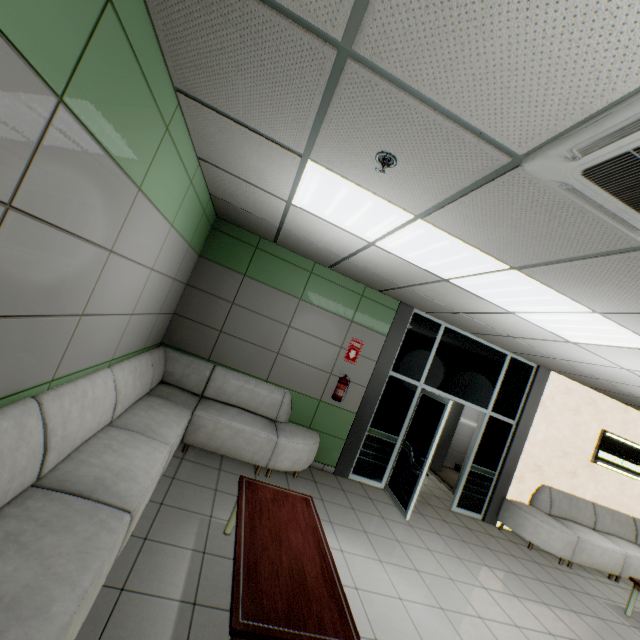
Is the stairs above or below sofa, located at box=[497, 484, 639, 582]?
below

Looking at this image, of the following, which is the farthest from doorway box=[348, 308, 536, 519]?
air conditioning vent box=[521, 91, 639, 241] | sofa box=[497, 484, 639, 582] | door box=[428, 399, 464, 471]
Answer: air conditioning vent box=[521, 91, 639, 241]

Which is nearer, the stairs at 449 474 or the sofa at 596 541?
the sofa at 596 541

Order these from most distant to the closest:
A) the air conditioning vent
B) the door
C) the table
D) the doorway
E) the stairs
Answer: the door → the stairs → the doorway → the table → the air conditioning vent

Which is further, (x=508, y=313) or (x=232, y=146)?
(x=508, y=313)

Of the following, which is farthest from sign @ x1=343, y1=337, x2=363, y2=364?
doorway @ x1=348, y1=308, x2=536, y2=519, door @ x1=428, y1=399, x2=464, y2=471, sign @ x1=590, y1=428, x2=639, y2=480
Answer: sign @ x1=590, y1=428, x2=639, y2=480

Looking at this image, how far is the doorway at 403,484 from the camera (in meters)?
5.43

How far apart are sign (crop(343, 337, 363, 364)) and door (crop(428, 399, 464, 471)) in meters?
3.8
